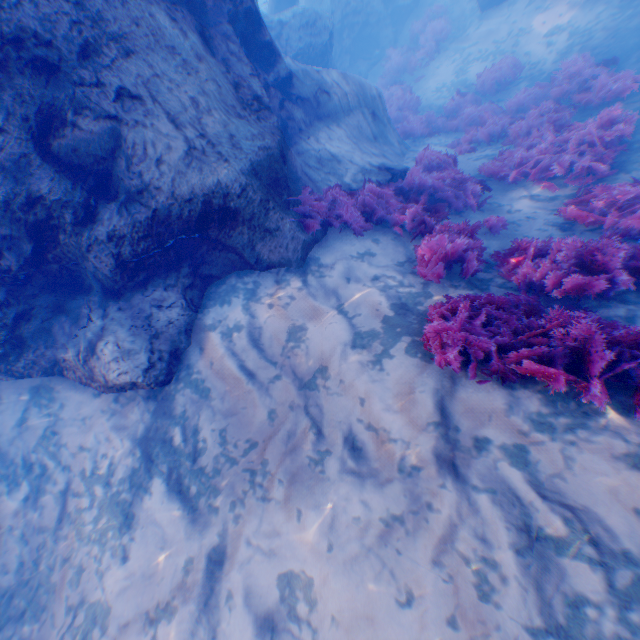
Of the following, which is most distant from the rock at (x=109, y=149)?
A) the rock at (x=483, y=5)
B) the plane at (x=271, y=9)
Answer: the rock at (x=483, y=5)

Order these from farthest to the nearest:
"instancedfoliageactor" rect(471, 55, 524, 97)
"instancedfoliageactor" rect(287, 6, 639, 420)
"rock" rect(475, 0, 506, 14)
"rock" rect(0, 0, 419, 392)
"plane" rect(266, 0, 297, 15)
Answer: "plane" rect(266, 0, 297, 15) < "rock" rect(475, 0, 506, 14) < "instancedfoliageactor" rect(471, 55, 524, 97) < "rock" rect(0, 0, 419, 392) < "instancedfoliageactor" rect(287, 6, 639, 420)

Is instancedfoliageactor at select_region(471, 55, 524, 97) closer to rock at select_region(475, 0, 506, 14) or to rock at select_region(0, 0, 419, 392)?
rock at select_region(0, 0, 419, 392)

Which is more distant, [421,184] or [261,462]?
[421,184]

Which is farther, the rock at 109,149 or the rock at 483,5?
the rock at 483,5

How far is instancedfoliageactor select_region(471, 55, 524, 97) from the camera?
10.7m

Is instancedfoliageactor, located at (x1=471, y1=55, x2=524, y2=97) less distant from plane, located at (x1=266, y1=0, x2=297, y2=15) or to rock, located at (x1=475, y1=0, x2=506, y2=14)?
rock, located at (x1=475, y1=0, x2=506, y2=14)
